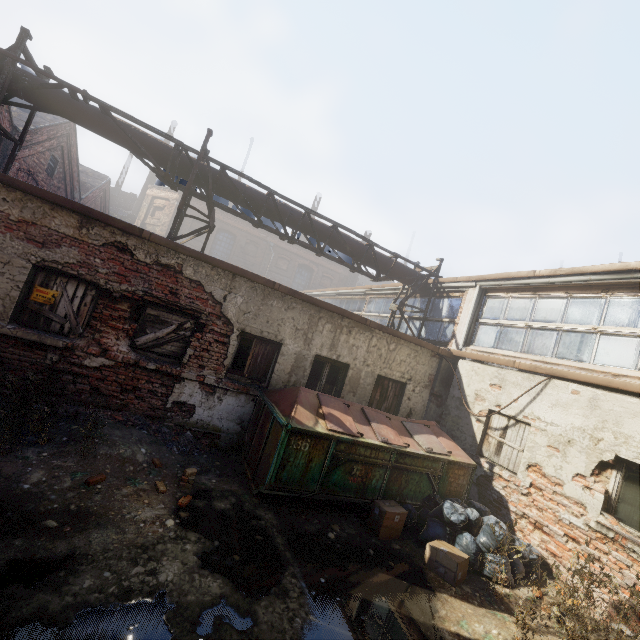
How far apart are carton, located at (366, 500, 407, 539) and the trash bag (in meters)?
0.32

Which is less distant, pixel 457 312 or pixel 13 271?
pixel 13 271

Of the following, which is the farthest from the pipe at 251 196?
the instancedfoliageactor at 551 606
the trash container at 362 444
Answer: the instancedfoliageactor at 551 606

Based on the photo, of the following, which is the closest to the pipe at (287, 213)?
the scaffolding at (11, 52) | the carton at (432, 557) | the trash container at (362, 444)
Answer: the scaffolding at (11, 52)

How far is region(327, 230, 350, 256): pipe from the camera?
10.1m

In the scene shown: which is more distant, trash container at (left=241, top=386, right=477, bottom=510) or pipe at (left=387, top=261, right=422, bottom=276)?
pipe at (left=387, top=261, right=422, bottom=276)

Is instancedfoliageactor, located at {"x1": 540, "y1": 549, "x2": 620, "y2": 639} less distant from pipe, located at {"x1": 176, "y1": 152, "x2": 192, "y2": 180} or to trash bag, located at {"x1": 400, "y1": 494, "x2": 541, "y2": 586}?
trash bag, located at {"x1": 400, "y1": 494, "x2": 541, "y2": 586}
